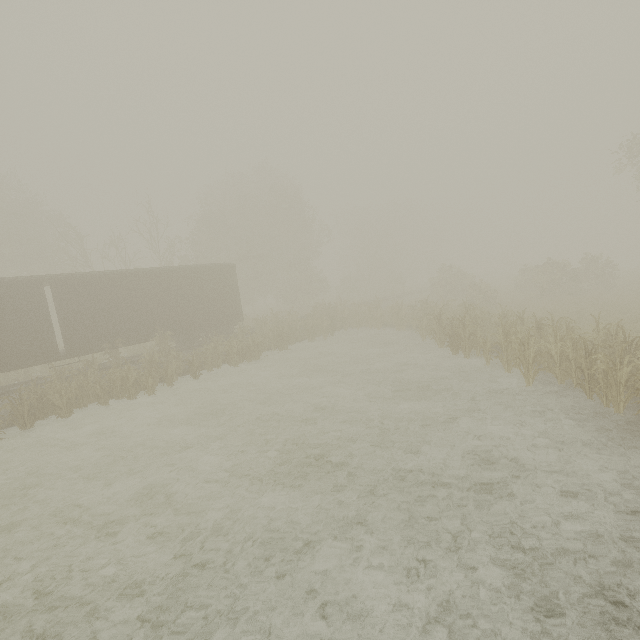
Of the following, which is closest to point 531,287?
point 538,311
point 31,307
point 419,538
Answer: point 538,311

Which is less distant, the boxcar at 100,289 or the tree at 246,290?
the tree at 246,290

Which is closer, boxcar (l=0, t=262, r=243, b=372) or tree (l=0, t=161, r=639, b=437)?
tree (l=0, t=161, r=639, b=437)
